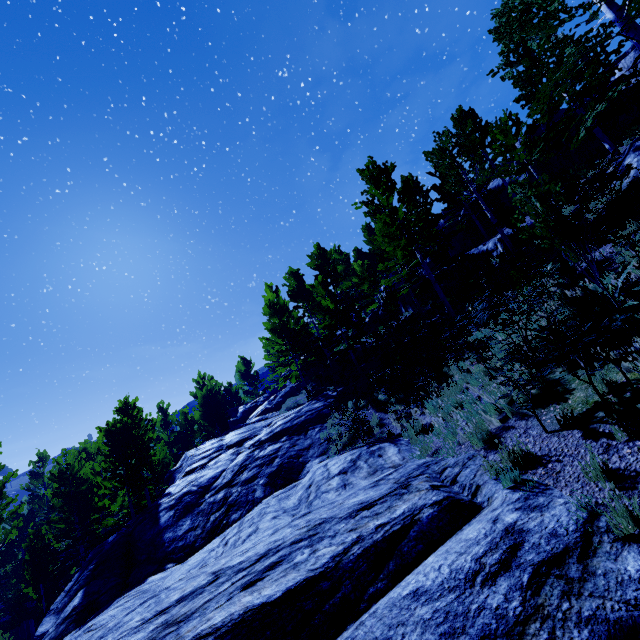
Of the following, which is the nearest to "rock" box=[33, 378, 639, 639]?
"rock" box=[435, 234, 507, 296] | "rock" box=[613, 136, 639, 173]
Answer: "rock" box=[435, 234, 507, 296]

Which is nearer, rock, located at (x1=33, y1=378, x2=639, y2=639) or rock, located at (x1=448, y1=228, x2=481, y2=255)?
rock, located at (x1=33, y1=378, x2=639, y2=639)

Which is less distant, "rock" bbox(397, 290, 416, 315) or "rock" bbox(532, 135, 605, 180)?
"rock" bbox(532, 135, 605, 180)

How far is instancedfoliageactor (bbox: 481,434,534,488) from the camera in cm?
459

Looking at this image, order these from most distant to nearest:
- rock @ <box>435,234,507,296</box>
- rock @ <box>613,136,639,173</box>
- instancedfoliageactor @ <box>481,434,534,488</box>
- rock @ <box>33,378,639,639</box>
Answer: rock @ <box>435,234,507,296</box>
rock @ <box>613,136,639,173</box>
instancedfoliageactor @ <box>481,434,534,488</box>
rock @ <box>33,378,639,639</box>

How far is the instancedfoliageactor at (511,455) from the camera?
4.6m

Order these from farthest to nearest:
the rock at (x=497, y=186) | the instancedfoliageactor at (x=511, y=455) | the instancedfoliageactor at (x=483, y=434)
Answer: the rock at (x=497, y=186)
the instancedfoliageactor at (x=483, y=434)
the instancedfoliageactor at (x=511, y=455)

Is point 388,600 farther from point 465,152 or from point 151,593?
point 465,152
